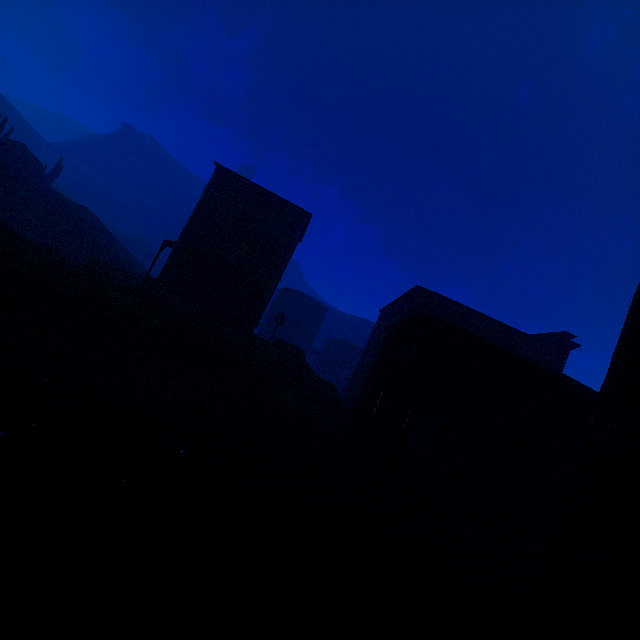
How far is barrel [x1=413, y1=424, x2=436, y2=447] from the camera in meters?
20.6 m

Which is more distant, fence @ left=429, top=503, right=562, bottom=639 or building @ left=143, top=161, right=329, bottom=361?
building @ left=143, top=161, right=329, bottom=361

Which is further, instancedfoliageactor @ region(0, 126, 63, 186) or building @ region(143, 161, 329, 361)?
instancedfoliageactor @ region(0, 126, 63, 186)

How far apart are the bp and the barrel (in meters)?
7.06

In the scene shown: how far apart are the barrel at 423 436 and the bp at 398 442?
7.1 meters

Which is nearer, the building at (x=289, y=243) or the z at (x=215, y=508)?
the z at (x=215, y=508)

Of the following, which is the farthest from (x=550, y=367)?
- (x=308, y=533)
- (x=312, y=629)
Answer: (x=312, y=629)

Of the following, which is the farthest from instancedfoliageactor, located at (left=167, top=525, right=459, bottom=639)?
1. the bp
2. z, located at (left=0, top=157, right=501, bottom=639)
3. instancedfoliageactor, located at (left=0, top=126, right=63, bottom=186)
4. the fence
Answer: instancedfoliageactor, located at (left=0, top=126, right=63, bottom=186)
